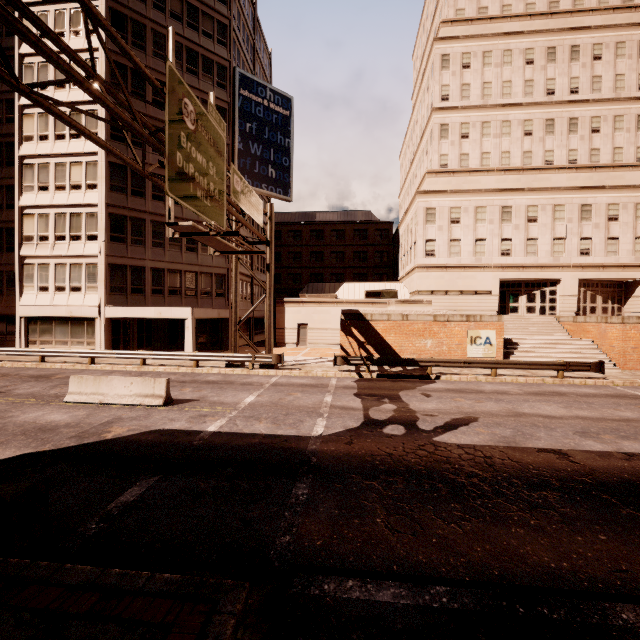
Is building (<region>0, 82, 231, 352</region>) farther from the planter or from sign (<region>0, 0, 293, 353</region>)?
the planter

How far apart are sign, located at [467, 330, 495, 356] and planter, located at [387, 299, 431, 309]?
2.6m

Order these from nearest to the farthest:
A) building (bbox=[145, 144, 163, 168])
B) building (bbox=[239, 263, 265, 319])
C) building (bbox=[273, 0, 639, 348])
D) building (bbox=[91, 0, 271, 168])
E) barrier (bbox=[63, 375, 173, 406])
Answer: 1. barrier (bbox=[63, 375, 173, 406])
2. building (bbox=[91, 0, 271, 168])
3. building (bbox=[145, 144, 163, 168])
4. building (bbox=[273, 0, 639, 348])
5. building (bbox=[239, 263, 265, 319])

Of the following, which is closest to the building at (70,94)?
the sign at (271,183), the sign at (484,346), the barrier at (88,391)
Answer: the sign at (271,183)

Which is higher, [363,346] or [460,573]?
[363,346]

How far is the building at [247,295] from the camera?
32.8m

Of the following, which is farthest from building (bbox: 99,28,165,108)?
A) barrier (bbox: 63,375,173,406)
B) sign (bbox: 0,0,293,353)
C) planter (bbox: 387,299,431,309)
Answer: planter (bbox: 387,299,431,309)

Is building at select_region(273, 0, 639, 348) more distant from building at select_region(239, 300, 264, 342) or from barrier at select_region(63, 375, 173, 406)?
barrier at select_region(63, 375, 173, 406)
